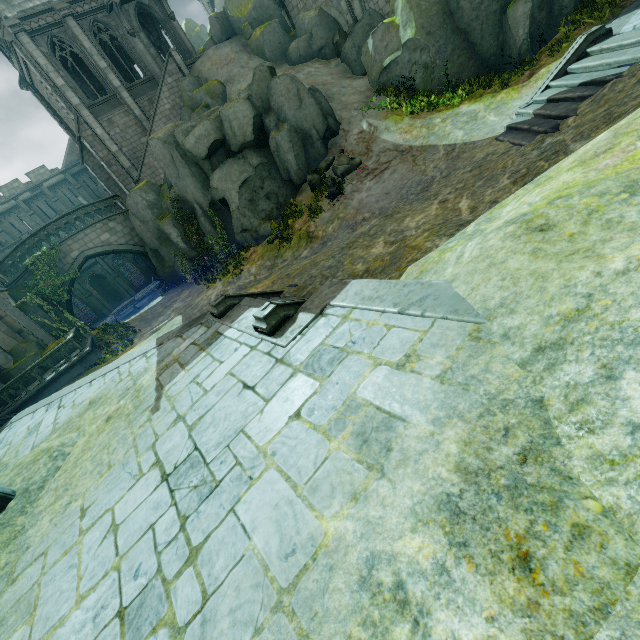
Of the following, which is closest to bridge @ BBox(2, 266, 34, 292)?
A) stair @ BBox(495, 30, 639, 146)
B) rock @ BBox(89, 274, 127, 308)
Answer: rock @ BBox(89, 274, 127, 308)

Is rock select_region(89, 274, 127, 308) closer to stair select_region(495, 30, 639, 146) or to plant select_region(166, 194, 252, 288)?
stair select_region(495, 30, 639, 146)

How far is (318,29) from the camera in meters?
21.4 m

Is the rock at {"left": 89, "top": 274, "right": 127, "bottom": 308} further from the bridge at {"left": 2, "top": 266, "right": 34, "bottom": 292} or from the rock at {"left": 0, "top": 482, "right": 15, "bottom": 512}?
the rock at {"left": 0, "top": 482, "right": 15, "bottom": 512}

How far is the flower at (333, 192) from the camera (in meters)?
15.05

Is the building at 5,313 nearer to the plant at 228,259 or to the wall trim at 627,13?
the wall trim at 627,13

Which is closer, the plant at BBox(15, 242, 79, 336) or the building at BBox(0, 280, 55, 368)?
the building at BBox(0, 280, 55, 368)

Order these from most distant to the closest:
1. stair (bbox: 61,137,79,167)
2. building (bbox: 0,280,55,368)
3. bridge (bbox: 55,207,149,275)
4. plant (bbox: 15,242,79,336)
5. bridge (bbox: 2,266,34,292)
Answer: stair (bbox: 61,137,79,167), bridge (bbox: 55,207,149,275), bridge (bbox: 2,266,34,292), plant (bbox: 15,242,79,336), building (bbox: 0,280,55,368)
